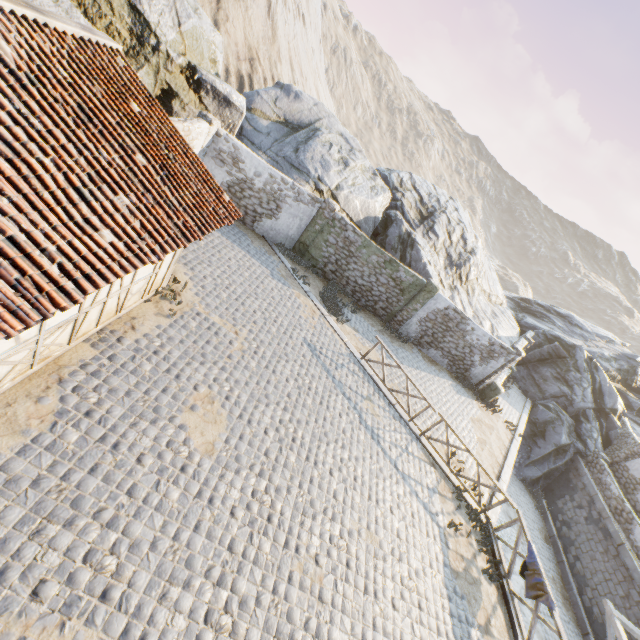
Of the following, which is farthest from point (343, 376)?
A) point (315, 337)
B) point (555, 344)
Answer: point (555, 344)

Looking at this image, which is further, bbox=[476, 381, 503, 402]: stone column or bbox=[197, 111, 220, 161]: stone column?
bbox=[476, 381, 503, 402]: stone column

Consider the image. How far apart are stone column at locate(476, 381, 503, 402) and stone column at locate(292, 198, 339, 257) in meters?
11.4

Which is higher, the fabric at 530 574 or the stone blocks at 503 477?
the fabric at 530 574

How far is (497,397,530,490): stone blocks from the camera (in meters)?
12.80

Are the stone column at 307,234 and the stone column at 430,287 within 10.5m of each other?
yes

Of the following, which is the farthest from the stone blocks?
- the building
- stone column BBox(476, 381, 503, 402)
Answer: the building

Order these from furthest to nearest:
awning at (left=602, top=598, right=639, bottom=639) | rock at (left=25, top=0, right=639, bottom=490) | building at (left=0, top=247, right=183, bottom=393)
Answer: rock at (left=25, top=0, right=639, bottom=490) → awning at (left=602, top=598, right=639, bottom=639) → building at (left=0, top=247, right=183, bottom=393)
